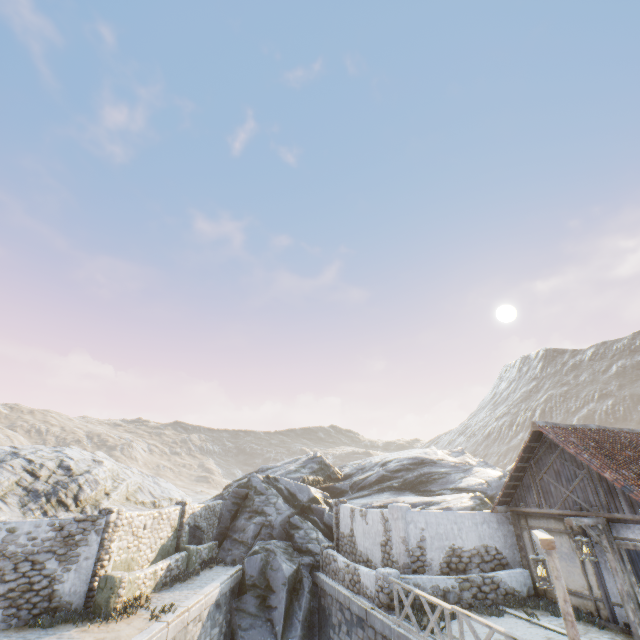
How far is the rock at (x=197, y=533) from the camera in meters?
18.3 m

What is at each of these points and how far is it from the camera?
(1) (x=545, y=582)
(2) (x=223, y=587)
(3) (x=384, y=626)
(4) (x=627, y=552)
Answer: (1) street light, 7.0m
(2) stone blocks, 14.4m
(3) stone blocks, 10.5m
(4) building, 14.0m

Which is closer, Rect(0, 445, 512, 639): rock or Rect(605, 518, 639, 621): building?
Rect(605, 518, 639, 621): building

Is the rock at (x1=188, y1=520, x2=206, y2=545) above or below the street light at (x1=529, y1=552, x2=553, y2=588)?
A: below

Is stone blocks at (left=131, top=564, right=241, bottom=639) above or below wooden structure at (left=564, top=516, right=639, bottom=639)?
below

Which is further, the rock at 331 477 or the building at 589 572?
the rock at 331 477

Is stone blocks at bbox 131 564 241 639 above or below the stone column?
below

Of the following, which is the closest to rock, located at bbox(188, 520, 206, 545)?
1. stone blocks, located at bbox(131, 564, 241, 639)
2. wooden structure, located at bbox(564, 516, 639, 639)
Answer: stone blocks, located at bbox(131, 564, 241, 639)
